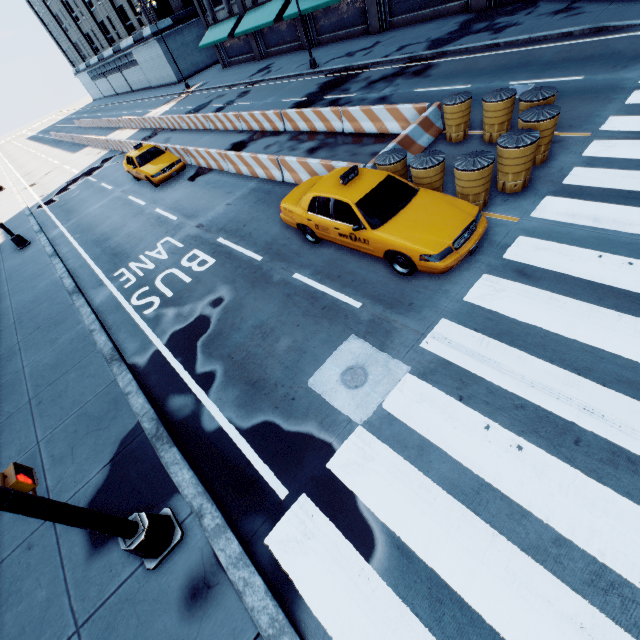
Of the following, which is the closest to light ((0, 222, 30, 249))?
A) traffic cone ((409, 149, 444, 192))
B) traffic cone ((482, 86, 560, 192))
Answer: traffic cone ((409, 149, 444, 192))

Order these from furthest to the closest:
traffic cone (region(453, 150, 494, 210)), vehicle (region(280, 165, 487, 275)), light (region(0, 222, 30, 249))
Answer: light (region(0, 222, 30, 249)) < traffic cone (region(453, 150, 494, 210)) < vehicle (region(280, 165, 487, 275))

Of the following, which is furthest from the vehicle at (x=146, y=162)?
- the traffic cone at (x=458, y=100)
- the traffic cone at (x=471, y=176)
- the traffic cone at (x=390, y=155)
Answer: the traffic cone at (x=471, y=176)

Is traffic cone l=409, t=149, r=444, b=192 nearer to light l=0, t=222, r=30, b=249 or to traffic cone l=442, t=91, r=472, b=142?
traffic cone l=442, t=91, r=472, b=142

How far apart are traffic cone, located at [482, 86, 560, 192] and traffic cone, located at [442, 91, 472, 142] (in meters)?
2.01

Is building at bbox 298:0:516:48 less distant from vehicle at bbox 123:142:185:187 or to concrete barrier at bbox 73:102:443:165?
concrete barrier at bbox 73:102:443:165

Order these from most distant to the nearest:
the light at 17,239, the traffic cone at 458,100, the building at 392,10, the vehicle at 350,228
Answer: the building at 392,10
the light at 17,239
the traffic cone at 458,100
the vehicle at 350,228

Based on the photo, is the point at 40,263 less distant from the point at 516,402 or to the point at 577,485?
the point at 516,402
